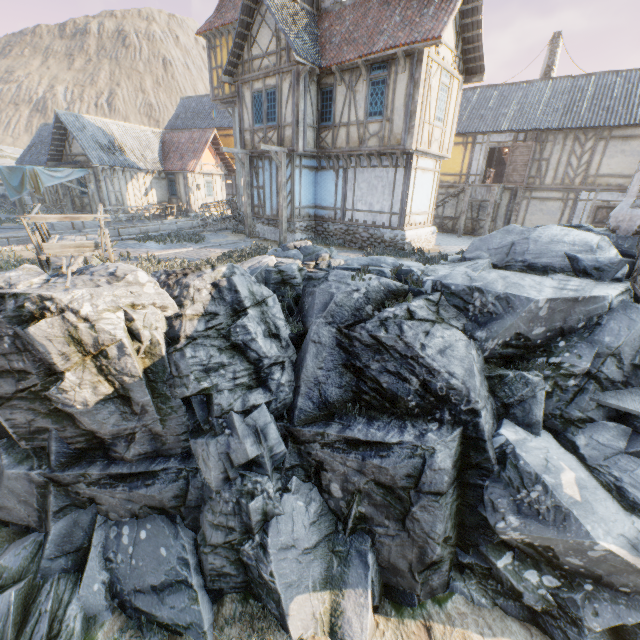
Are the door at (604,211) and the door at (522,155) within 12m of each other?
yes

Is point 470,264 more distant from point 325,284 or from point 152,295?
point 152,295

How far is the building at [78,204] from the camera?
22.1 meters

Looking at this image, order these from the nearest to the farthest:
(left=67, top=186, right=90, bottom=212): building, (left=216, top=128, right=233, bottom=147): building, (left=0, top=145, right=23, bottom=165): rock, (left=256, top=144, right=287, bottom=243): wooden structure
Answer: (left=256, top=144, right=287, bottom=243): wooden structure < (left=67, top=186, right=90, bottom=212): building < (left=216, top=128, right=233, bottom=147): building < (left=0, top=145, right=23, bottom=165): rock

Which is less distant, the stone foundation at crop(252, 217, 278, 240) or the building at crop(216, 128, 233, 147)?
the stone foundation at crop(252, 217, 278, 240)

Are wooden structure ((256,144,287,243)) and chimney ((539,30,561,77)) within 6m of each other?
no

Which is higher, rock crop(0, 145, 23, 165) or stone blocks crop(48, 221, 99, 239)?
rock crop(0, 145, 23, 165)

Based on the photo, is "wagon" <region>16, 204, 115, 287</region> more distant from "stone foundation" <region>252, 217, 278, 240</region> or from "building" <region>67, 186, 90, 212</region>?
"building" <region>67, 186, 90, 212</region>
